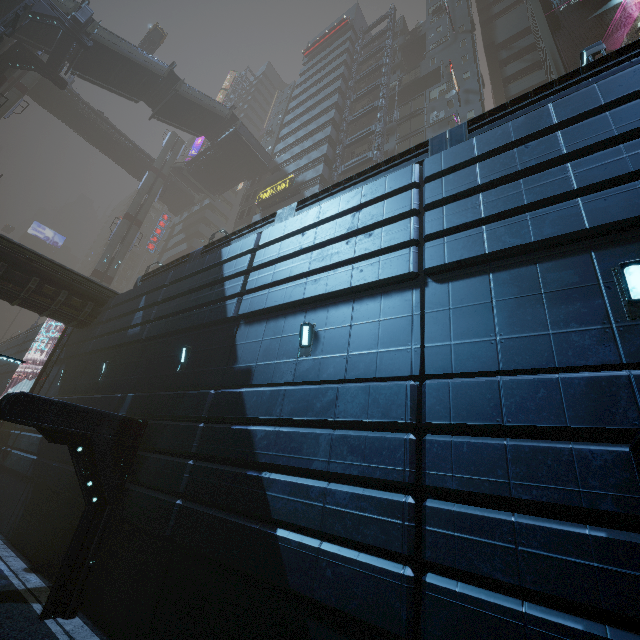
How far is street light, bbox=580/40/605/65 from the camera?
10.38m

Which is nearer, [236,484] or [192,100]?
[236,484]

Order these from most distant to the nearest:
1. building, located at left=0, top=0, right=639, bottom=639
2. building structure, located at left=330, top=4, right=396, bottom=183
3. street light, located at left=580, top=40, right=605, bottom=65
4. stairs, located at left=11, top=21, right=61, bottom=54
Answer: building structure, located at left=330, top=4, right=396, bottom=183 < stairs, located at left=11, top=21, right=61, bottom=54 < street light, located at left=580, top=40, right=605, bottom=65 < building, located at left=0, top=0, right=639, bottom=639

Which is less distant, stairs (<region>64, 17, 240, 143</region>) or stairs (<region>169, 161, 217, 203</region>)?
stairs (<region>64, 17, 240, 143</region>)

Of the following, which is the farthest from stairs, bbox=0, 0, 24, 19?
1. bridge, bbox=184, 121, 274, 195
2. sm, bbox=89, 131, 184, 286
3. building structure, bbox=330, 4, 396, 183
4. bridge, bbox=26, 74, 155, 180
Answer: bridge, bbox=26, 74, 155, 180

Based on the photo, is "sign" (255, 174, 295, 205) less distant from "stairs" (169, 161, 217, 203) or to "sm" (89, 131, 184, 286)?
"stairs" (169, 161, 217, 203)

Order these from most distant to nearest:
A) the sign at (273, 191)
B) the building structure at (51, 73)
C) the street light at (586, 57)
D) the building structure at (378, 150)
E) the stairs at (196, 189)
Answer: the stairs at (196, 189), the sign at (273, 191), the building structure at (378, 150), the building structure at (51, 73), the street light at (586, 57)

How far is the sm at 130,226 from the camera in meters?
38.4 m
